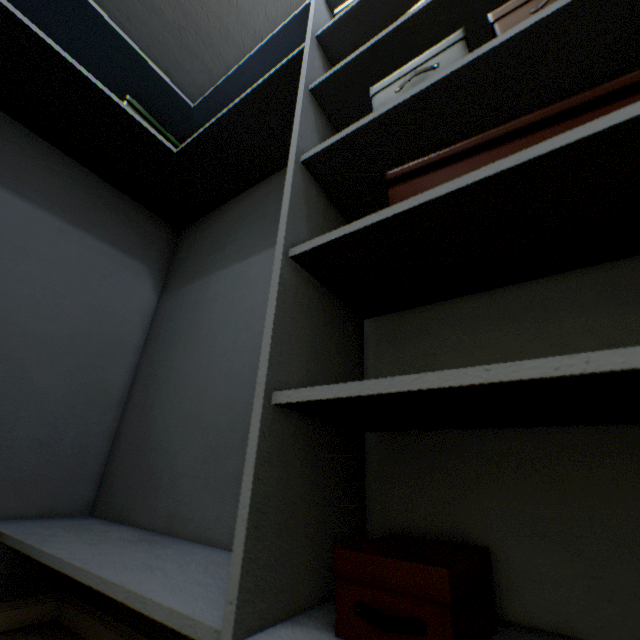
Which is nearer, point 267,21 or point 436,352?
point 436,352

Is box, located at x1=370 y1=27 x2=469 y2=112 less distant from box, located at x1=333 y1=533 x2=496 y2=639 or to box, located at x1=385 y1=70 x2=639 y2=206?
box, located at x1=385 y1=70 x2=639 y2=206

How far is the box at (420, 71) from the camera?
0.64m

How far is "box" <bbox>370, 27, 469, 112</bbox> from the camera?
0.6m

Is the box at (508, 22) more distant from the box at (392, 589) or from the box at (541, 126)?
the box at (392, 589)

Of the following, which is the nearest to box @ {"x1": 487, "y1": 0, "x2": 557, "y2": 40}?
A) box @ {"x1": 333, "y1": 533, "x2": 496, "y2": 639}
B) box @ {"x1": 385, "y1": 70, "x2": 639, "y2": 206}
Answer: box @ {"x1": 385, "y1": 70, "x2": 639, "y2": 206}
